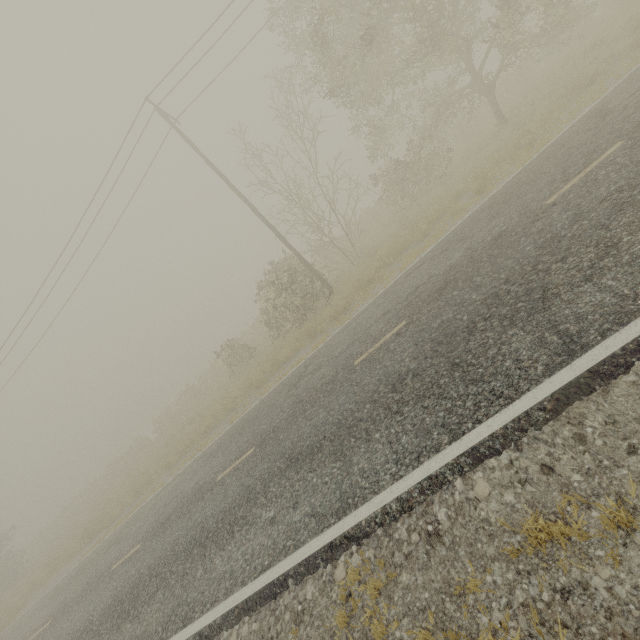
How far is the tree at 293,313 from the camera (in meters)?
15.16

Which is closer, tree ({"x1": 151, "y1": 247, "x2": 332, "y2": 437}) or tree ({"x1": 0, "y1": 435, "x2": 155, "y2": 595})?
tree ({"x1": 151, "y1": 247, "x2": 332, "y2": 437})

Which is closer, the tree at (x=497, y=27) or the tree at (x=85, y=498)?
the tree at (x=497, y=27)

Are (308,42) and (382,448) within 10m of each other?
no

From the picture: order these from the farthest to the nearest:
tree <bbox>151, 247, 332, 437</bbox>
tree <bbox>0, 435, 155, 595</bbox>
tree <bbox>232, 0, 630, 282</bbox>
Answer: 1. tree <bbox>0, 435, 155, 595</bbox>
2. tree <bbox>151, 247, 332, 437</bbox>
3. tree <bbox>232, 0, 630, 282</bbox>

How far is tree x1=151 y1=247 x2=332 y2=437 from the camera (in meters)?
15.16
